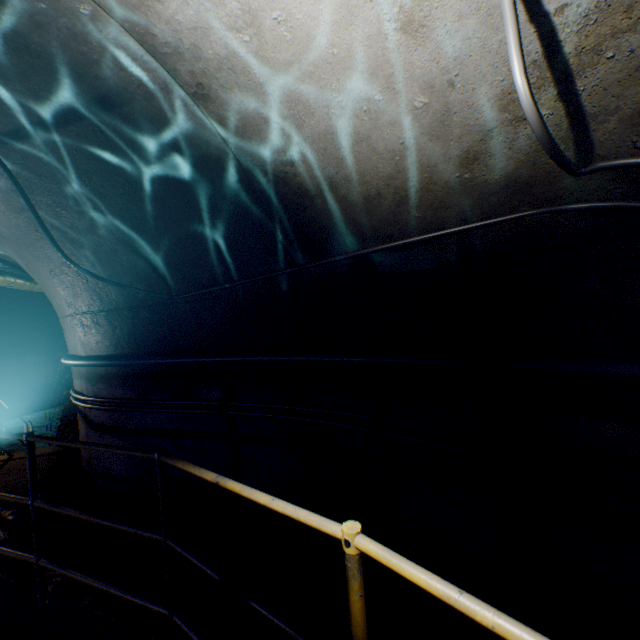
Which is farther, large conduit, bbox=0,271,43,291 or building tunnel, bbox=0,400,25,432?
building tunnel, bbox=0,400,25,432

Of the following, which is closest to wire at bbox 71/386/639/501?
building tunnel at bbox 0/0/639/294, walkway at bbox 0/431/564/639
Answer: building tunnel at bbox 0/0/639/294

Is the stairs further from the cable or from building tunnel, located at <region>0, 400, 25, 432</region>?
the cable

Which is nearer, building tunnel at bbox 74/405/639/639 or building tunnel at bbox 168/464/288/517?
building tunnel at bbox 74/405/639/639

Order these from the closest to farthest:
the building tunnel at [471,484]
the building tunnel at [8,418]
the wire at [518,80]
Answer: the wire at [518,80]
the building tunnel at [471,484]
the building tunnel at [8,418]

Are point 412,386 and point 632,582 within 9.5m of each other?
yes

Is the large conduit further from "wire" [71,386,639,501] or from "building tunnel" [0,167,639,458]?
"wire" [71,386,639,501]

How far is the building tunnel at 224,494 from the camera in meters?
3.4
